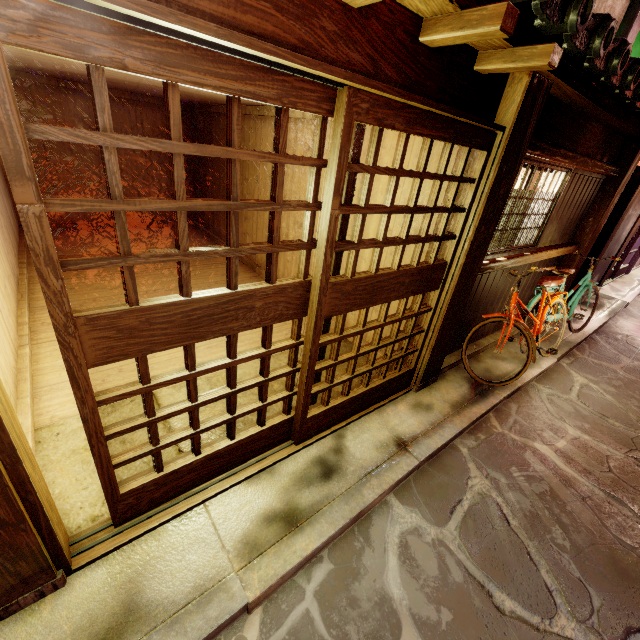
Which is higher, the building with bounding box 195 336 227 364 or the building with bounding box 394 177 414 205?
the building with bounding box 394 177 414 205

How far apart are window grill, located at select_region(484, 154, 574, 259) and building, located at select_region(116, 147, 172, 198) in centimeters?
1402cm

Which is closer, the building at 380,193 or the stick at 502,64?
the stick at 502,64

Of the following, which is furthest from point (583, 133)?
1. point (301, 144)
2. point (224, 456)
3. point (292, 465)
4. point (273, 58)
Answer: point (224, 456)

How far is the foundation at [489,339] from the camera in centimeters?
891cm

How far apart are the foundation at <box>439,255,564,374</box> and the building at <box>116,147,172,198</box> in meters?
14.0 m

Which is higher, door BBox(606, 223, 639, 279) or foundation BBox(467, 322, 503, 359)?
door BBox(606, 223, 639, 279)

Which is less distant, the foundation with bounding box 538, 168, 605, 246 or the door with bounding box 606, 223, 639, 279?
the foundation with bounding box 538, 168, 605, 246
